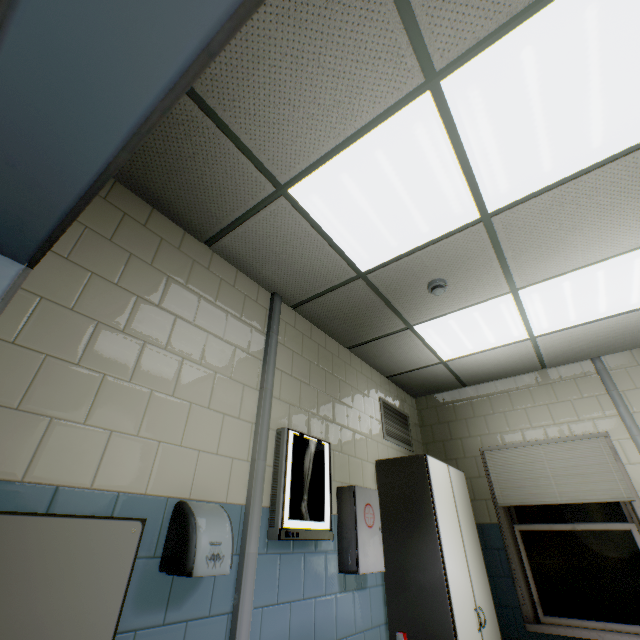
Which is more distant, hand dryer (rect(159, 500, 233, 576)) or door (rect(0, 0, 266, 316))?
hand dryer (rect(159, 500, 233, 576))

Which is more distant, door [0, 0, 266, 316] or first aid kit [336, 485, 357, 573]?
first aid kit [336, 485, 357, 573]

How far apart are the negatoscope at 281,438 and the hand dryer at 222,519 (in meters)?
0.42

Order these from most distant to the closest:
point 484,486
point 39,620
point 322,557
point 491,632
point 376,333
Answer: point 484,486
point 376,333
point 491,632
point 322,557
point 39,620

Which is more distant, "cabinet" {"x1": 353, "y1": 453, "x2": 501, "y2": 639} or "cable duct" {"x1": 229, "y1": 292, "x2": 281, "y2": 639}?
"cabinet" {"x1": 353, "y1": 453, "x2": 501, "y2": 639}

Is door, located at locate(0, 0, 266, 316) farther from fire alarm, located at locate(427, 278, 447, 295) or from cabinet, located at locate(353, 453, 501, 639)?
cabinet, located at locate(353, 453, 501, 639)

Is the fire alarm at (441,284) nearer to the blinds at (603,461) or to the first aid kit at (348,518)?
the first aid kit at (348,518)

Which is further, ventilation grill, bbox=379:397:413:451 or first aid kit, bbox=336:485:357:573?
ventilation grill, bbox=379:397:413:451
